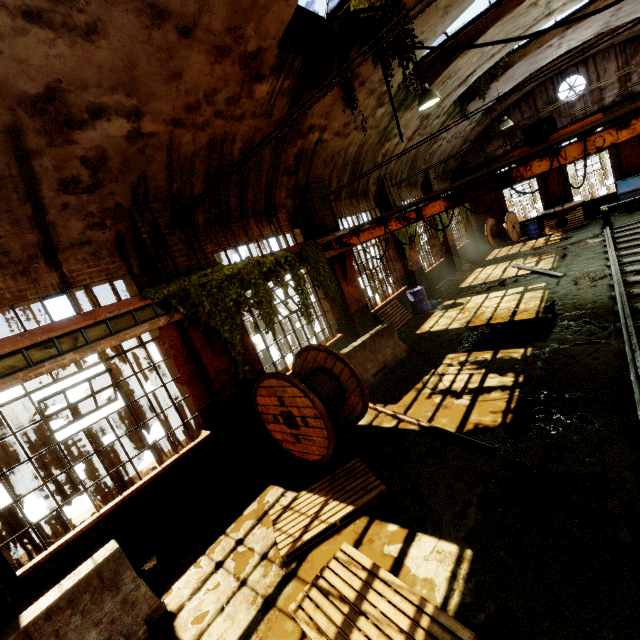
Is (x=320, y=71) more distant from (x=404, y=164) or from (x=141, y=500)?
(x=141, y=500)

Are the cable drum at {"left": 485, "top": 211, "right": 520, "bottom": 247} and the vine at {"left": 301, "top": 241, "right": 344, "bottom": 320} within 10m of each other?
no

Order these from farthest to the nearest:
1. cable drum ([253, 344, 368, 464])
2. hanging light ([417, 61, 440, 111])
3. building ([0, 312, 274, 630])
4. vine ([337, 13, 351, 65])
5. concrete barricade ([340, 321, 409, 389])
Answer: concrete barricade ([340, 321, 409, 389]) < hanging light ([417, 61, 440, 111]) < vine ([337, 13, 351, 65]) < cable drum ([253, 344, 368, 464]) < building ([0, 312, 274, 630])

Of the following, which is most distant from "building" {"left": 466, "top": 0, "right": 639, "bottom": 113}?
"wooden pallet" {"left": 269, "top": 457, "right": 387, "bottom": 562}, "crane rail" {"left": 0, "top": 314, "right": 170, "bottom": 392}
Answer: "wooden pallet" {"left": 269, "top": 457, "right": 387, "bottom": 562}

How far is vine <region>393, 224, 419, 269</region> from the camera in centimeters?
1206cm

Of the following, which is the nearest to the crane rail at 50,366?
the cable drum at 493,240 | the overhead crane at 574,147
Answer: the overhead crane at 574,147

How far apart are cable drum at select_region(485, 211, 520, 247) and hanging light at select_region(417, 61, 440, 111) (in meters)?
13.84

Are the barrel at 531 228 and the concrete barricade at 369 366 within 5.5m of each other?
no
